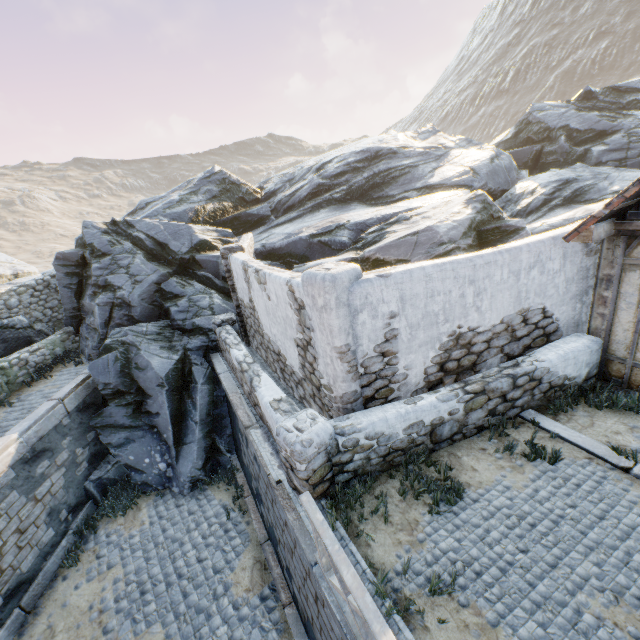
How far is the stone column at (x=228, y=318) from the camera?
9.8 meters

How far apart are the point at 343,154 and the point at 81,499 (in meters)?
20.45

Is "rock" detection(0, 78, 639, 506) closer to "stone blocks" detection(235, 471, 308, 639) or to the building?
"stone blocks" detection(235, 471, 308, 639)

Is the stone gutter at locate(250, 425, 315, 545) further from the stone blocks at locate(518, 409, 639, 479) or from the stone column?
the stone column

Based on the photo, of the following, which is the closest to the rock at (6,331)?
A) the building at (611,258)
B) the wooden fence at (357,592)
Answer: the wooden fence at (357,592)

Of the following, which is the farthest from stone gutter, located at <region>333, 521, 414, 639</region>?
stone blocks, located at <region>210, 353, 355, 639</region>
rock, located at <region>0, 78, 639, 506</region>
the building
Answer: the building

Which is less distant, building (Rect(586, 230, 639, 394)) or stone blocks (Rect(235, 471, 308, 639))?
building (Rect(586, 230, 639, 394))

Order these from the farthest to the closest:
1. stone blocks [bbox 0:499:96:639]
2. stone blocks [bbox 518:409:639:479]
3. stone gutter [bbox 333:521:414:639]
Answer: stone blocks [bbox 0:499:96:639] < stone blocks [bbox 518:409:639:479] < stone gutter [bbox 333:521:414:639]
